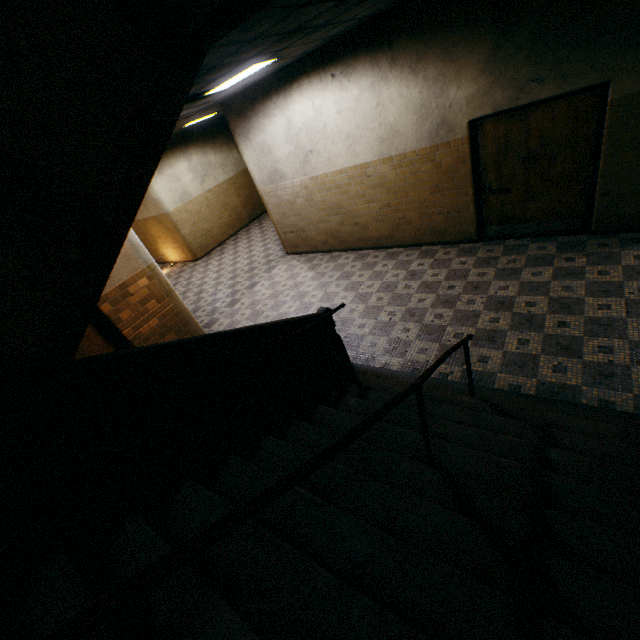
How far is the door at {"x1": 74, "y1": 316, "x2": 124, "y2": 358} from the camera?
5.5m

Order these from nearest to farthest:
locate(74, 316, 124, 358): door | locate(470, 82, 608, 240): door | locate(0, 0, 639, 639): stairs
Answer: locate(0, 0, 639, 639): stairs < locate(470, 82, 608, 240): door < locate(74, 316, 124, 358): door

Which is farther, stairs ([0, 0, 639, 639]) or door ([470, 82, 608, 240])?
door ([470, 82, 608, 240])

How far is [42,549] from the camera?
1.7m

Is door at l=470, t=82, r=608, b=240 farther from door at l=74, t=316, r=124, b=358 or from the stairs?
door at l=74, t=316, r=124, b=358

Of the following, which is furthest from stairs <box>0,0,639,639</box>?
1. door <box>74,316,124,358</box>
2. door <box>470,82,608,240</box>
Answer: door <box>470,82,608,240</box>

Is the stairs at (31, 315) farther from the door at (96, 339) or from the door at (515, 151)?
the door at (515, 151)

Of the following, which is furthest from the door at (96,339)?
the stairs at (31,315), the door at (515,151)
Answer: the door at (515,151)
